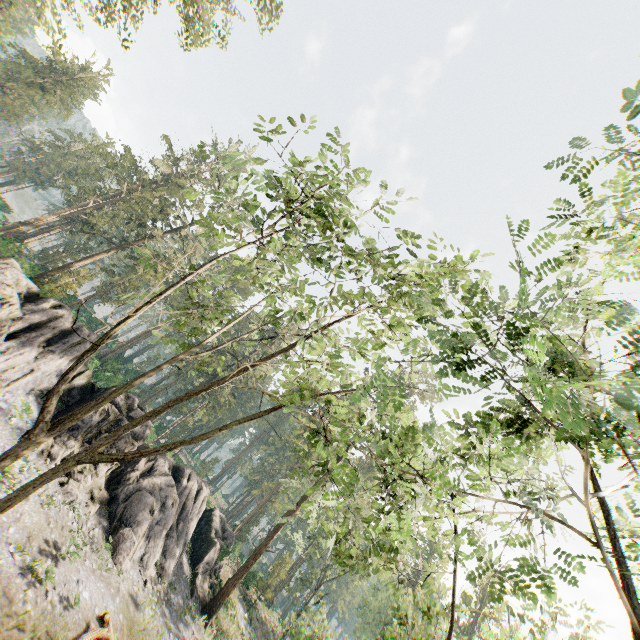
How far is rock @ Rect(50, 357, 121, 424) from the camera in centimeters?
2145cm

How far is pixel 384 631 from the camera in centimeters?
1585cm

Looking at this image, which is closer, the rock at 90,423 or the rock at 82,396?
the rock at 90,423

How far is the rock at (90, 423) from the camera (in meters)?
19.03

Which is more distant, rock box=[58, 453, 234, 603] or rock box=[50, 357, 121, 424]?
rock box=[50, 357, 121, 424]

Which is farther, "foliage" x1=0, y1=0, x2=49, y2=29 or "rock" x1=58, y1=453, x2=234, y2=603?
"rock" x1=58, y1=453, x2=234, y2=603
